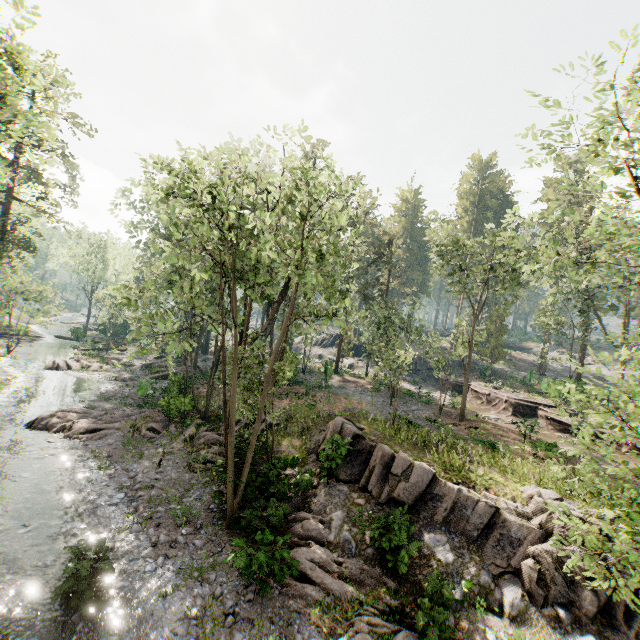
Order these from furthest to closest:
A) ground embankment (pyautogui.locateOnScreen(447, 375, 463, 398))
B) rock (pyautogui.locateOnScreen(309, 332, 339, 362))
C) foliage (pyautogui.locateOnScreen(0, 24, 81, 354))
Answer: rock (pyautogui.locateOnScreen(309, 332, 339, 362)), ground embankment (pyautogui.locateOnScreen(447, 375, 463, 398)), foliage (pyautogui.locateOnScreen(0, 24, 81, 354))

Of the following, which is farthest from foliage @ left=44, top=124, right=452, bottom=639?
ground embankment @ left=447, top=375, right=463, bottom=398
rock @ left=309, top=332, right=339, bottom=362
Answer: rock @ left=309, top=332, right=339, bottom=362

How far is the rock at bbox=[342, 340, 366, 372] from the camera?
47.0m

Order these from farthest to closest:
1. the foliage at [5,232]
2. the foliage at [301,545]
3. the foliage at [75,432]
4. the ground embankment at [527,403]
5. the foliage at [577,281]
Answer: the ground embankment at [527,403] < the foliage at [75,432] < the foliage at [5,232] < the foliage at [577,281] < the foliage at [301,545]

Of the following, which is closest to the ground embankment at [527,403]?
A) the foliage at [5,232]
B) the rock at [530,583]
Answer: the foliage at [5,232]

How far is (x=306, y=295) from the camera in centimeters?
1641cm

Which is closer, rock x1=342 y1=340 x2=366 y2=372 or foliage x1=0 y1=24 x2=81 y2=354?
foliage x1=0 y1=24 x2=81 y2=354
